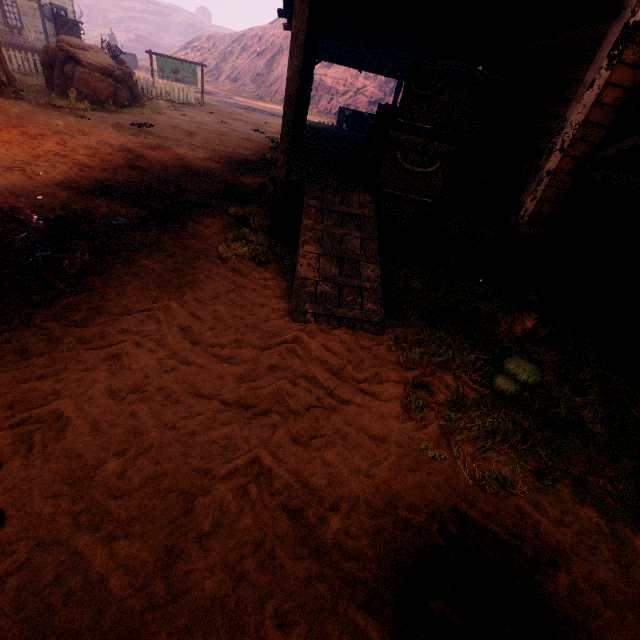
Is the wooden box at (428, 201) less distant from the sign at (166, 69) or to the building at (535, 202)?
the building at (535, 202)

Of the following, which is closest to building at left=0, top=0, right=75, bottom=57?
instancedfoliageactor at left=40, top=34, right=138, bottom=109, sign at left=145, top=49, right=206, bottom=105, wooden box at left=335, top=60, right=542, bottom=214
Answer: wooden box at left=335, top=60, right=542, bottom=214

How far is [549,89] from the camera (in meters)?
4.85

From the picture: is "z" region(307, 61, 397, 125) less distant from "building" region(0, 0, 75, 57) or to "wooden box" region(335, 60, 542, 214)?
"building" region(0, 0, 75, 57)

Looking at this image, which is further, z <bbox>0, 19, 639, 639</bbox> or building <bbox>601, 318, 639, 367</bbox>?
building <bbox>601, 318, 639, 367</bbox>

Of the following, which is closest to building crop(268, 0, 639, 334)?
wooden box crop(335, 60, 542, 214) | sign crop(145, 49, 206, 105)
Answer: wooden box crop(335, 60, 542, 214)

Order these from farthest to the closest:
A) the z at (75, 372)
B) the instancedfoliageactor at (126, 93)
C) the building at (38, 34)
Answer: the building at (38, 34) → the instancedfoliageactor at (126, 93) → the z at (75, 372)
